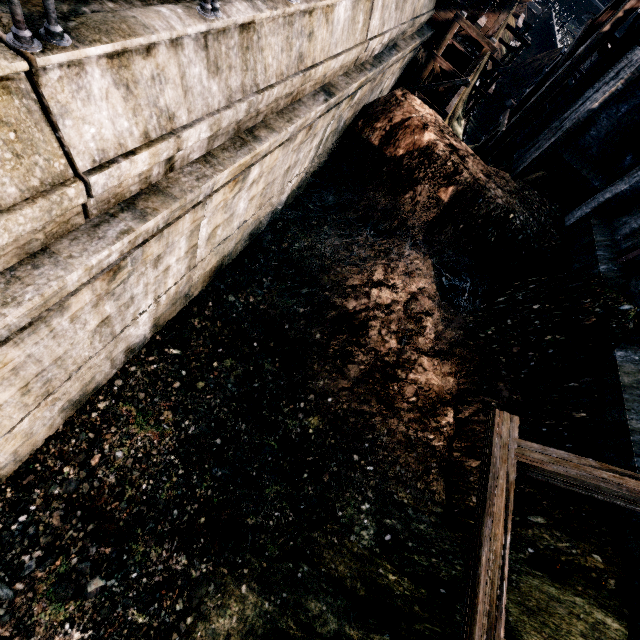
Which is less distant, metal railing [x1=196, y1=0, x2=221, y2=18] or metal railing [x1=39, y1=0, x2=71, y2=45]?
metal railing [x1=39, y1=0, x2=71, y2=45]

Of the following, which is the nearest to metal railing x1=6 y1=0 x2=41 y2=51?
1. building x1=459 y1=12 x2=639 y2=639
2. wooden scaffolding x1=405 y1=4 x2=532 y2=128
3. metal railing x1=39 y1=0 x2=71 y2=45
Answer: metal railing x1=39 y1=0 x2=71 y2=45

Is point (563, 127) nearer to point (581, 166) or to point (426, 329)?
point (581, 166)

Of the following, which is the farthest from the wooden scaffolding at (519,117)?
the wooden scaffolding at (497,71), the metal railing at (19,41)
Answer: the metal railing at (19,41)

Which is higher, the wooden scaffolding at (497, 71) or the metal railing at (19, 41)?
the metal railing at (19, 41)

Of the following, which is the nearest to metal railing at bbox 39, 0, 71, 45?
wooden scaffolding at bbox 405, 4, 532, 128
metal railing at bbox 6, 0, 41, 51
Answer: metal railing at bbox 6, 0, 41, 51

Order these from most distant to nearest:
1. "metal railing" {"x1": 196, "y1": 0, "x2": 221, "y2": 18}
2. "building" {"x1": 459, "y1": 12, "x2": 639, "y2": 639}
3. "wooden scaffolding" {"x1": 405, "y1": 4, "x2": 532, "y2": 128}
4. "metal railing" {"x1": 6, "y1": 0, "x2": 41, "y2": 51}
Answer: "wooden scaffolding" {"x1": 405, "y1": 4, "x2": 532, "y2": 128} → "building" {"x1": 459, "y1": 12, "x2": 639, "y2": 639} → "metal railing" {"x1": 196, "y1": 0, "x2": 221, "y2": 18} → "metal railing" {"x1": 6, "y1": 0, "x2": 41, "y2": 51}

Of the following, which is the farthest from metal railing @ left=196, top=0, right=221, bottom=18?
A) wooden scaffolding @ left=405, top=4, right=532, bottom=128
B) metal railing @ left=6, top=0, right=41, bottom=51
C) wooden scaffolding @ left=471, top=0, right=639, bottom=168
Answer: wooden scaffolding @ left=471, top=0, right=639, bottom=168
